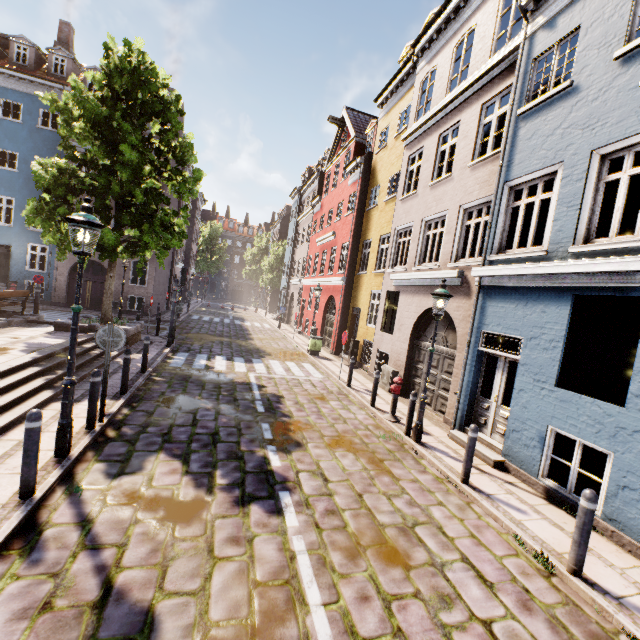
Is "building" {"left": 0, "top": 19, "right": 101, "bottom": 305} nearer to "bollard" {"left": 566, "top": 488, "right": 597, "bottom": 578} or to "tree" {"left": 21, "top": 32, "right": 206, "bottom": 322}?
"bollard" {"left": 566, "top": 488, "right": 597, "bottom": 578}

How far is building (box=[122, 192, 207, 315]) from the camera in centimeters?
2280cm

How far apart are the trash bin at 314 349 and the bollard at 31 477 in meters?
13.2 m

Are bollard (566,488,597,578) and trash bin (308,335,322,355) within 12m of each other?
no

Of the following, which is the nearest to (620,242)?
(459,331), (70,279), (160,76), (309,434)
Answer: (459,331)

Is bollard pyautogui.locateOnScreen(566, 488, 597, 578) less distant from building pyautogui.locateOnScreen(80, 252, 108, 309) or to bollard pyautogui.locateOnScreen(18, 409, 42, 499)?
building pyautogui.locateOnScreen(80, 252, 108, 309)

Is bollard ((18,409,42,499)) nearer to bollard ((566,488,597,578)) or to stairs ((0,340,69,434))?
stairs ((0,340,69,434))

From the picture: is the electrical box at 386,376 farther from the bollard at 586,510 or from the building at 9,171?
the bollard at 586,510
